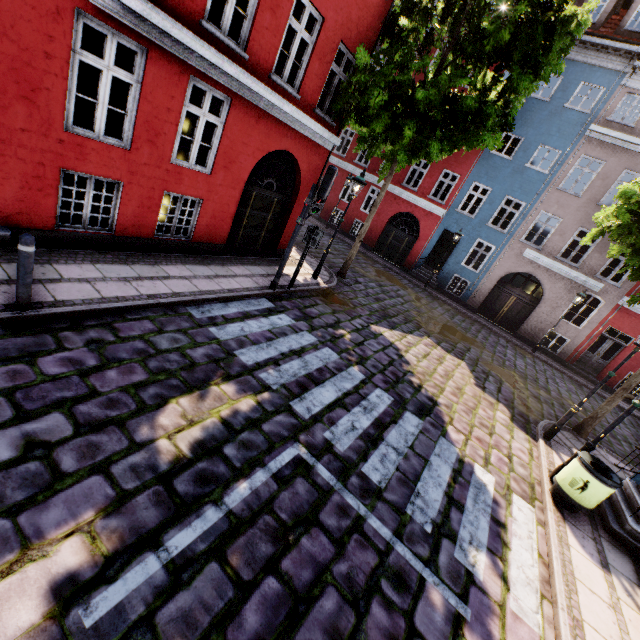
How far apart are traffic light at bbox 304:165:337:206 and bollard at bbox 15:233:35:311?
5.4m

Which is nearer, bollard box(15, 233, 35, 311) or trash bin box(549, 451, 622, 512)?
bollard box(15, 233, 35, 311)

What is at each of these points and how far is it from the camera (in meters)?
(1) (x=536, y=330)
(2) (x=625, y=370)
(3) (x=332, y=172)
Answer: (1) building, 18.31
(2) building, 16.53
(3) traffic light, 7.50

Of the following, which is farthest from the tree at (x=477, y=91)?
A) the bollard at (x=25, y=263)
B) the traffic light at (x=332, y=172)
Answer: the bollard at (x=25, y=263)

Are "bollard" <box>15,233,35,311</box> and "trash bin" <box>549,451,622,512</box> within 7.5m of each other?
no

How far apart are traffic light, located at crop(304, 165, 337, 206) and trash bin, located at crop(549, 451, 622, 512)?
7.5 meters

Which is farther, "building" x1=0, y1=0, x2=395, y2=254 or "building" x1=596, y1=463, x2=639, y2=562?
"building" x1=596, y1=463, x2=639, y2=562

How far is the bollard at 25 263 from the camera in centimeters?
406cm
